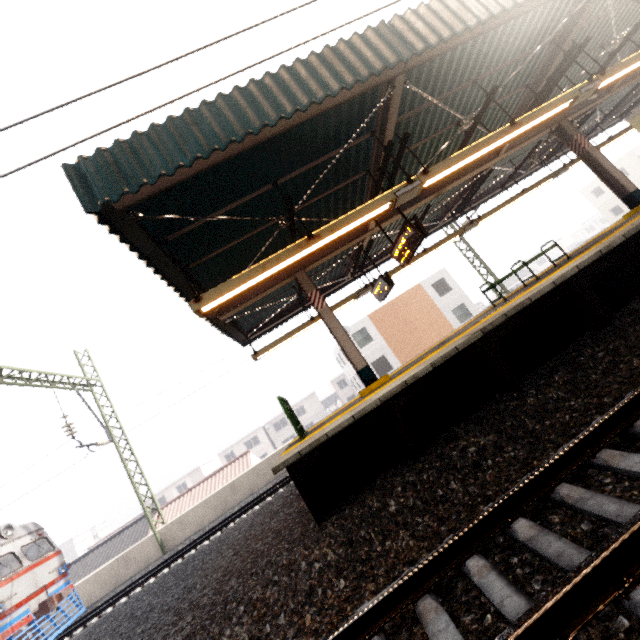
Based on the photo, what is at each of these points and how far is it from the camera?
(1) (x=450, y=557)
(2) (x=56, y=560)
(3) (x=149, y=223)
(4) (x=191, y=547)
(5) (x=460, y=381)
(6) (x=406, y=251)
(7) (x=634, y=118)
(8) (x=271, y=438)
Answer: (1) train track, 2.7m
(2) train, 12.4m
(3) awning structure, 5.3m
(4) train track, 11.1m
(5) platform underside, 5.7m
(6) sign, 7.6m
(7) elevator, 11.7m
(8) building, 50.1m

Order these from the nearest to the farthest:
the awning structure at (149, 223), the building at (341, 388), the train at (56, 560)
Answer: the awning structure at (149, 223) → the train at (56, 560) → the building at (341, 388)

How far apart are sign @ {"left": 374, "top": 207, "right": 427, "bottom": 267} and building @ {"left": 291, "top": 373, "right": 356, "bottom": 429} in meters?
45.8

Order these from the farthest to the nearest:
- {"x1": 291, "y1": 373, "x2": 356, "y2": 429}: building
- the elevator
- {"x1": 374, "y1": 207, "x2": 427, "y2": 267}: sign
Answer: {"x1": 291, "y1": 373, "x2": 356, "y2": 429}: building
the elevator
{"x1": 374, "y1": 207, "x2": 427, "y2": 267}: sign

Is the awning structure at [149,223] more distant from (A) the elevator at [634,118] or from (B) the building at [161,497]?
(B) the building at [161,497]

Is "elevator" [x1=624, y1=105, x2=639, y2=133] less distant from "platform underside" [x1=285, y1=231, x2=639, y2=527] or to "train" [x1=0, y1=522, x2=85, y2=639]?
"platform underside" [x1=285, y1=231, x2=639, y2=527]

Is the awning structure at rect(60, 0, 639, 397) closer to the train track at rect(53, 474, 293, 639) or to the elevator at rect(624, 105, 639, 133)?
the elevator at rect(624, 105, 639, 133)

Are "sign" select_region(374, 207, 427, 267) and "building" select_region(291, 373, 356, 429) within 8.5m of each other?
no
